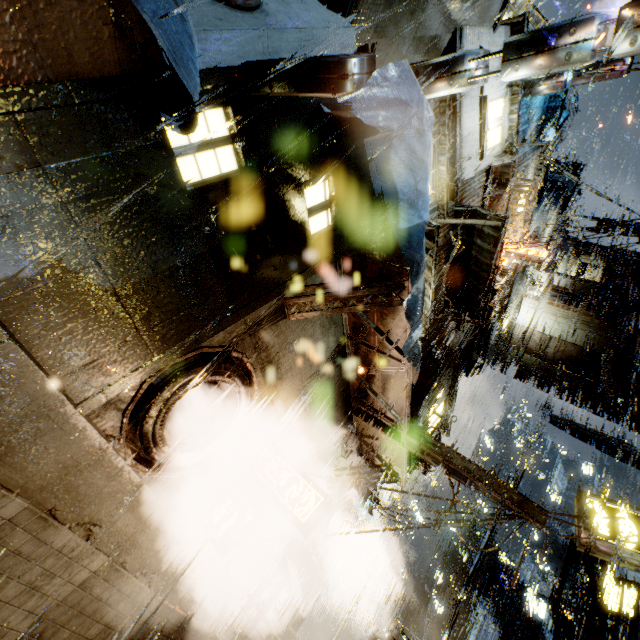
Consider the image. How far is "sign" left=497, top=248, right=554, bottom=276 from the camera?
12.6m

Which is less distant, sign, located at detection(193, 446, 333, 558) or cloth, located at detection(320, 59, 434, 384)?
cloth, located at detection(320, 59, 434, 384)

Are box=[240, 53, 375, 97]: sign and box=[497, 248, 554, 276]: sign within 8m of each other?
no

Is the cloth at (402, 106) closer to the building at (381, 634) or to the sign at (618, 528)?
the building at (381, 634)

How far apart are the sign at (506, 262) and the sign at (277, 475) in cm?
1175

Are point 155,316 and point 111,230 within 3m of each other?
yes

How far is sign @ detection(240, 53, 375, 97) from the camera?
3.4 meters

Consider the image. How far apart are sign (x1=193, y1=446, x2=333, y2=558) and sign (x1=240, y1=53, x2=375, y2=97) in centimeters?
683cm
